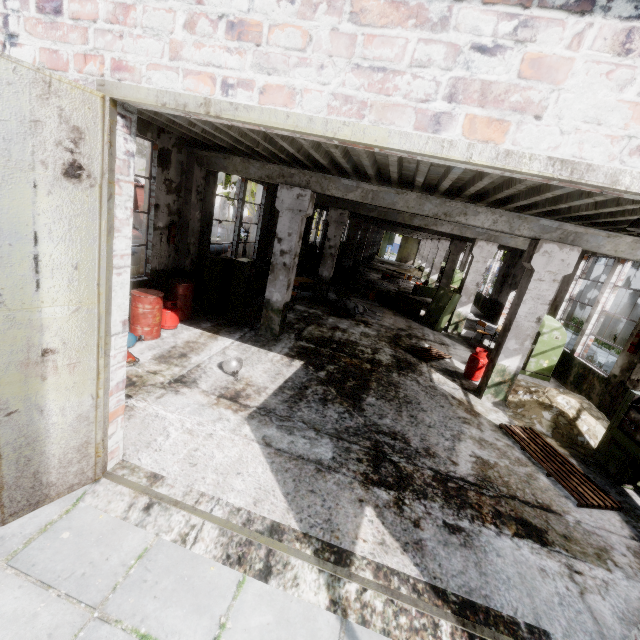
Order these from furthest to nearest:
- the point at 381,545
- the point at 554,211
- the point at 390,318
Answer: the point at 390,318 < the point at 554,211 < the point at 381,545

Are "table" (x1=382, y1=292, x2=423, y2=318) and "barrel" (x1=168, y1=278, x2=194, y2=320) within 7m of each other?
no

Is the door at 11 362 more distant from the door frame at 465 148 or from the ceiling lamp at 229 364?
the ceiling lamp at 229 364

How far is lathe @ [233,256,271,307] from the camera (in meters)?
10.62

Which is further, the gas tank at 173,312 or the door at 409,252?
the door at 409,252

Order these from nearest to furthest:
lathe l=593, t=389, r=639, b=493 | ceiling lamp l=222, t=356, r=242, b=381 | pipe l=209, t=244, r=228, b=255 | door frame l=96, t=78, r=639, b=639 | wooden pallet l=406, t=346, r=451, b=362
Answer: door frame l=96, t=78, r=639, b=639 → lathe l=593, t=389, r=639, b=493 → ceiling lamp l=222, t=356, r=242, b=381 → wooden pallet l=406, t=346, r=451, b=362 → pipe l=209, t=244, r=228, b=255

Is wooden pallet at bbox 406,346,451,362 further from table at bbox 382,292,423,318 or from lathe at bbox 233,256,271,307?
lathe at bbox 233,256,271,307

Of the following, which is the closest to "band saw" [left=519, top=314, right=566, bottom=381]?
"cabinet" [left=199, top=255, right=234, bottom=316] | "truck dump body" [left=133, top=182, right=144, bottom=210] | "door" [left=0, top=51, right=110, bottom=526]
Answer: "cabinet" [left=199, top=255, right=234, bottom=316]
